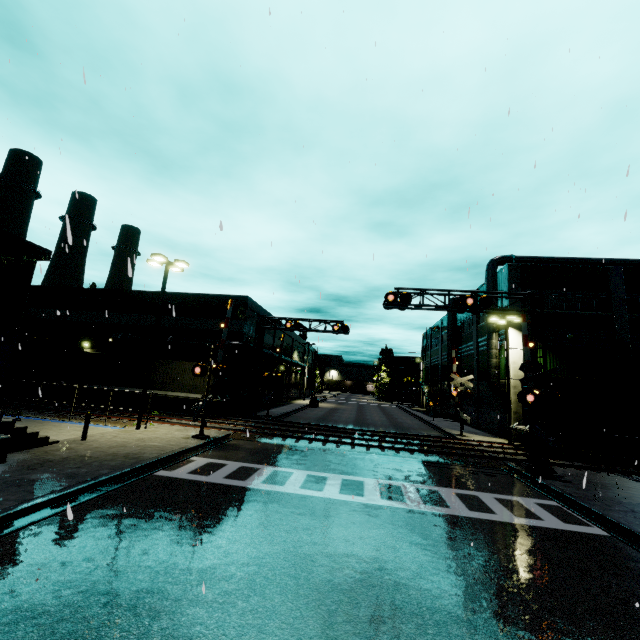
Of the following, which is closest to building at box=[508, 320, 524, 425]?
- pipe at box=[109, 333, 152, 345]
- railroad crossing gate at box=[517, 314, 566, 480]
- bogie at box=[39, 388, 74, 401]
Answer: pipe at box=[109, 333, 152, 345]

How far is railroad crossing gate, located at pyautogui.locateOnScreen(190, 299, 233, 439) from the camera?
16.86m

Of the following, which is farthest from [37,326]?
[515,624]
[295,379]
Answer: [515,624]

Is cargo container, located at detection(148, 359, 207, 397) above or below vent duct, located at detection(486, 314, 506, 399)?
below

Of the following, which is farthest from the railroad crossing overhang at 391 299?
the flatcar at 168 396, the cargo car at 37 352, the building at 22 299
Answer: the flatcar at 168 396

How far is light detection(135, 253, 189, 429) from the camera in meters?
18.0

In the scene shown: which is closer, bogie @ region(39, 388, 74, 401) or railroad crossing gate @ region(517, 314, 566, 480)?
railroad crossing gate @ region(517, 314, 566, 480)

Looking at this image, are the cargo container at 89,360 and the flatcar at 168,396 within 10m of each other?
yes
